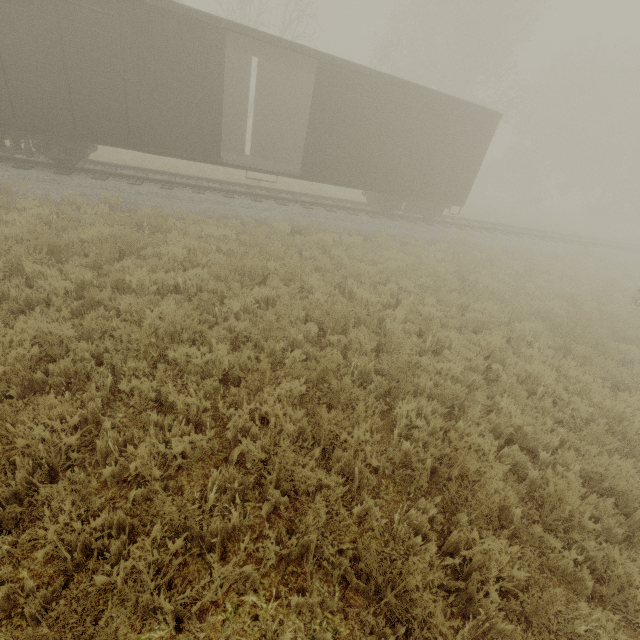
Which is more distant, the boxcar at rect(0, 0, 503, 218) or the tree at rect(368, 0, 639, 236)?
the tree at rect(368, 0, 639, 236)

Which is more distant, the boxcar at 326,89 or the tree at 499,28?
the tree at 499,28

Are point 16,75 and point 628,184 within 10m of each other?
no
